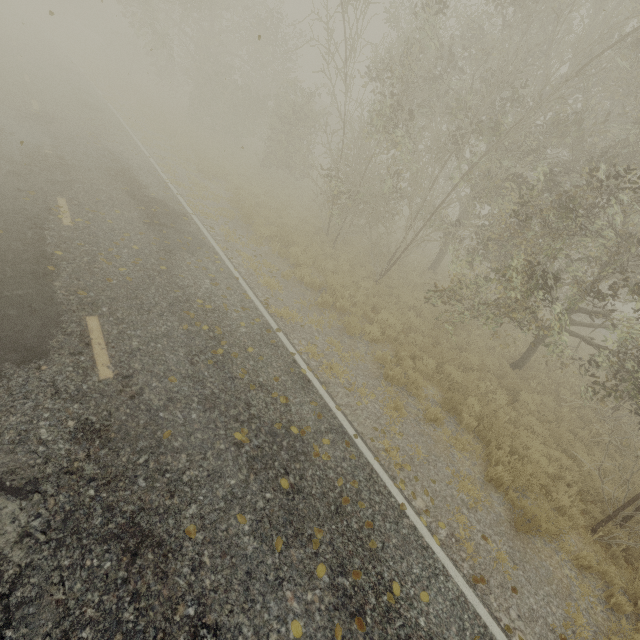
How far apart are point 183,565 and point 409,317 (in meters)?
9.11
